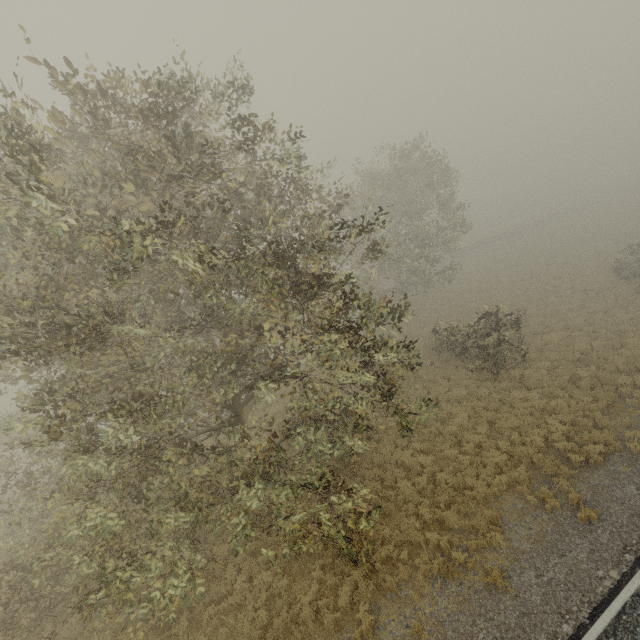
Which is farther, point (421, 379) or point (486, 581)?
point (421, 379)
